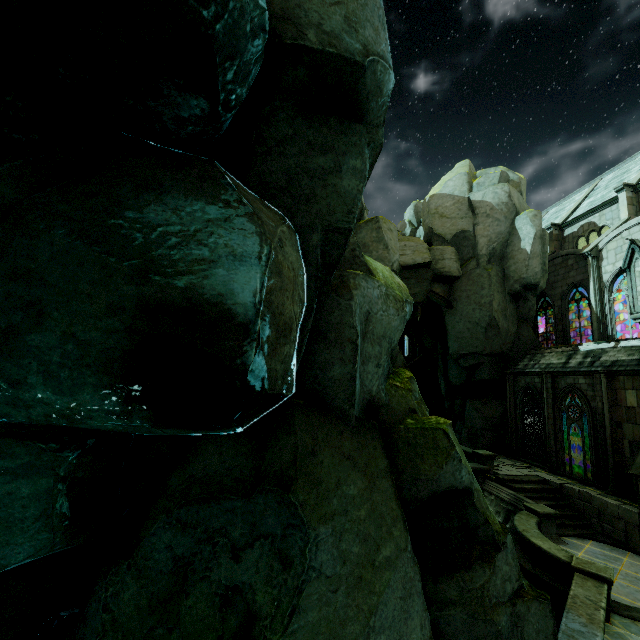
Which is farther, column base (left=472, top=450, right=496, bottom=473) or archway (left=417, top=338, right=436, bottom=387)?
archway (left=417, top=338, right=436, bottom=387)

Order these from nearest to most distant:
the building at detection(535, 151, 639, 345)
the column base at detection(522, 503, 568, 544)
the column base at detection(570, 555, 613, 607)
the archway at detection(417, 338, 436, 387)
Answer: the column base at detection(570, 555, 613, 607) < the column base at detection(522, 503, 568, 544) < the building at detection(535, 151, 639, 345) < the archway at detection(417, 338, 436, 387)

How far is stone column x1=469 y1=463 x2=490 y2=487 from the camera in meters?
17.4

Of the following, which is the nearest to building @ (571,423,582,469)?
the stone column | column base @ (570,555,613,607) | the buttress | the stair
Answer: the buttress

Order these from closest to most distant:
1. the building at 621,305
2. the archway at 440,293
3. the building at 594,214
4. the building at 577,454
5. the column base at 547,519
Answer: the column base at 547,519, the building at 594,214, the building at 621,305, the building at 577,454, the archway at 440,293

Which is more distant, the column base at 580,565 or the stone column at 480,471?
the stone column at 480,471

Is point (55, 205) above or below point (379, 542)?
above

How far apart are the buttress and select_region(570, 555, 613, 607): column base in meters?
25.2 m
